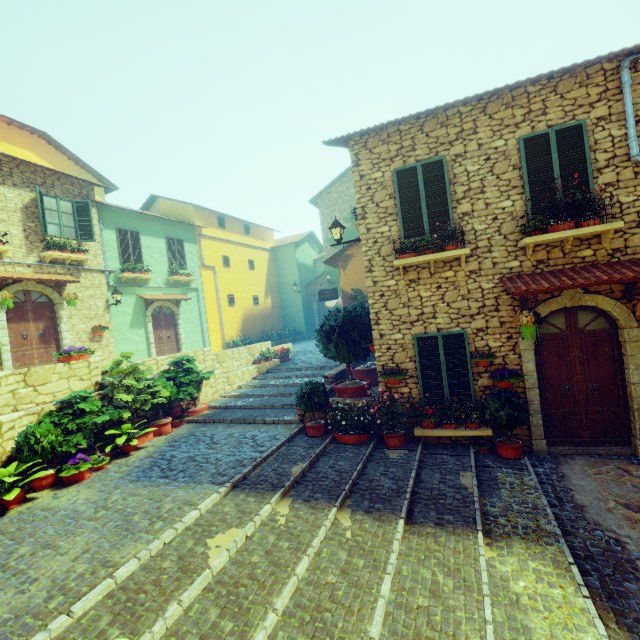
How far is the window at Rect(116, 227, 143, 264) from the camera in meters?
14.7

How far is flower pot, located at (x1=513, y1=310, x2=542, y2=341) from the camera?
5.9 meters

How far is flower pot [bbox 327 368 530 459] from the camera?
6.3m

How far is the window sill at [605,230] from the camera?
5.7 meters

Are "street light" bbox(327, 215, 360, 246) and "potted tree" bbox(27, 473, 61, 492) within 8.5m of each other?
yes

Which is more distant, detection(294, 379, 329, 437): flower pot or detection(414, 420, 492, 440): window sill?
detection(294, 379, 329, 437): flower pot

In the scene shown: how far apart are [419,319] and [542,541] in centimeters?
428cm

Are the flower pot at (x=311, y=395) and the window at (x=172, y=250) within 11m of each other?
no
